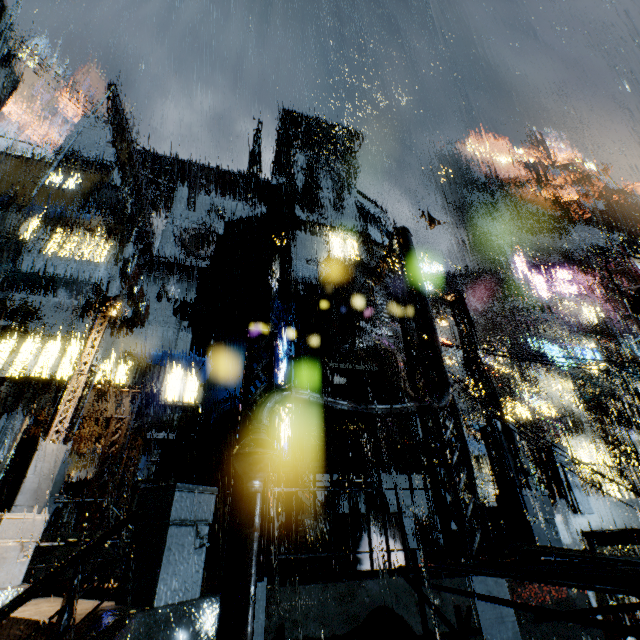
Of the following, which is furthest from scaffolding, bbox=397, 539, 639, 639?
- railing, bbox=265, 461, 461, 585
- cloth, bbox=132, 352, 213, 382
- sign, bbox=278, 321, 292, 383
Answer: cloth, bbox=132, 352, 213, 382

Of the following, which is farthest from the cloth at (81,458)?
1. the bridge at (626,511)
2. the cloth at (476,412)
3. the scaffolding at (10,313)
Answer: the cloth at (476,412)

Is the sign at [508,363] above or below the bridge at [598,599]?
above

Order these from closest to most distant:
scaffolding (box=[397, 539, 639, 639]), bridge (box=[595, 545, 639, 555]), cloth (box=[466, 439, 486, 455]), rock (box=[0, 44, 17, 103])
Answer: scaffolding (box=[397, 539, 639, 639]) → bridge (box=[595, 545, 639, 555]) → cloth (box=[466, 439, 486, 455]) → rock (box=[0, 44, 17, 103])

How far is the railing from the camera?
5.69m

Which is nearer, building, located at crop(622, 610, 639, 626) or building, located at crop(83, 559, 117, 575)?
building, located at crop(622, 610, 639, 626)

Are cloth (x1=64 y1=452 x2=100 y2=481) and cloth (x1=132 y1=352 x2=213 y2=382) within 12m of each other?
yes

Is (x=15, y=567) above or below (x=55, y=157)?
below
